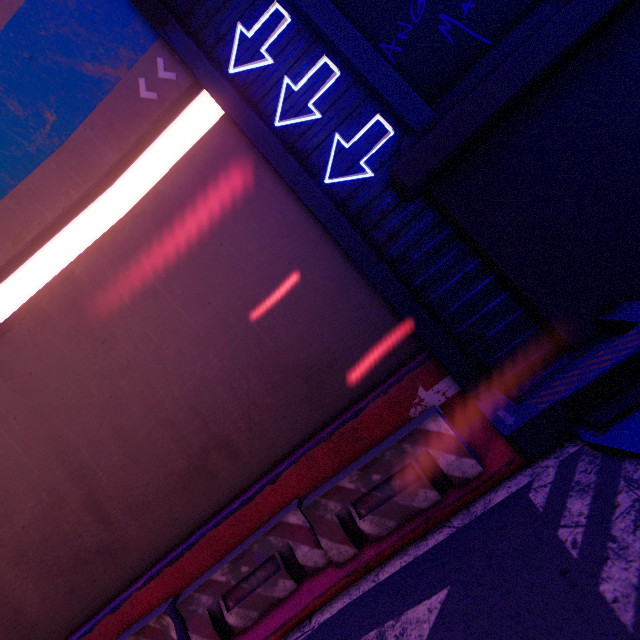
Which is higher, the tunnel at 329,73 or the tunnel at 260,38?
the tunnel at 260,38

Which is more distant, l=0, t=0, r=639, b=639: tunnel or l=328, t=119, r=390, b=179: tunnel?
l=328, t=119, r=390, b=179: tunnel

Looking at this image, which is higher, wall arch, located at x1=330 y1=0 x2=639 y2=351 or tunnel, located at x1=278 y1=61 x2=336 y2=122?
tunnel, located at x1=278 y1=61 x2=336 y2=122

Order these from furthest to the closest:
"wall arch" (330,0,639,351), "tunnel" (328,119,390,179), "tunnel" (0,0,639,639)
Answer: "tunnel" (328,119,390,179) < "wall arch" (330,0,639,351) < "tunnel" (0,0,639,639)

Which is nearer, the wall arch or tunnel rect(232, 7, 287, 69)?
the wall arch

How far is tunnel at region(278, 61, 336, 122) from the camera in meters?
5.7

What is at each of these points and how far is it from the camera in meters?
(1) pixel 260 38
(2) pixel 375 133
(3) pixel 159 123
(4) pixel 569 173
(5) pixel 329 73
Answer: (1) tunnel, 5.9 m
(2) tunnel, 5.6 m
(3) tunnel, 6.8 m
(4) wall arch, 4.7 m
(5) tunnel, 5.7 m
